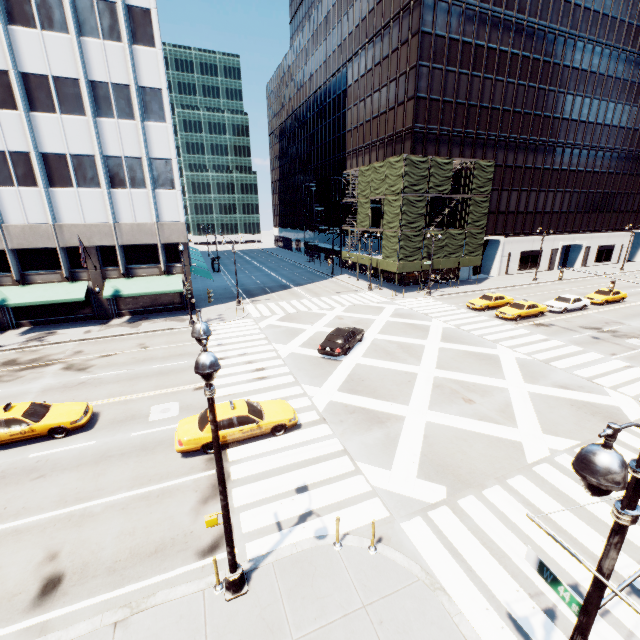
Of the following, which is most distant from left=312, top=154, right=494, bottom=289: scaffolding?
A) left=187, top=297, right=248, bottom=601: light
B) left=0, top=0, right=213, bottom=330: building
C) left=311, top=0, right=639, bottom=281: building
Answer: left=187, top=297, right=248, bottom=601: light

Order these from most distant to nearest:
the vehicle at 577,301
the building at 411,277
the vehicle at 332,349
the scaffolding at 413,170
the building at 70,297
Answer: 1. the building at 411,277
2. the scaffolding at 413,170
3. the vehicle at 577,301
4. the building at 70,297
5. the vehicle at 332,349

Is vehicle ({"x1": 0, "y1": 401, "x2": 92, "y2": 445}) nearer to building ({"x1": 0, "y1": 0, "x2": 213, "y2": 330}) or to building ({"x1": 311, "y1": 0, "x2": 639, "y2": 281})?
building ({"x1": 0, "y1": 0, "x2": 213, "y2": 330})

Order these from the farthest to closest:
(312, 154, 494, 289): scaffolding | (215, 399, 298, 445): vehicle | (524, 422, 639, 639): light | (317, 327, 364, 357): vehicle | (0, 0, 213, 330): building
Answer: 1. (312, 154, 494, 289): scaffolding
2. (0, 0, 213, 330): building
3. (317, 327, 364, 357): vehicle
4. (215, 399, 298, 445): vehicle
5. (524, 422, 639, 639): light

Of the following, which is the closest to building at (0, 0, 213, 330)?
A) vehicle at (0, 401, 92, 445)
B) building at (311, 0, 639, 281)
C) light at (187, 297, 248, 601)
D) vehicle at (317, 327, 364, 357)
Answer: vehicle at (0, 401, 92, 445)

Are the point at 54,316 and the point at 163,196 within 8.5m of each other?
no

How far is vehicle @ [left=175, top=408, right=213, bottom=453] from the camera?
13.1 meters

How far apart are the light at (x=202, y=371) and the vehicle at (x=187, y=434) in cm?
524
